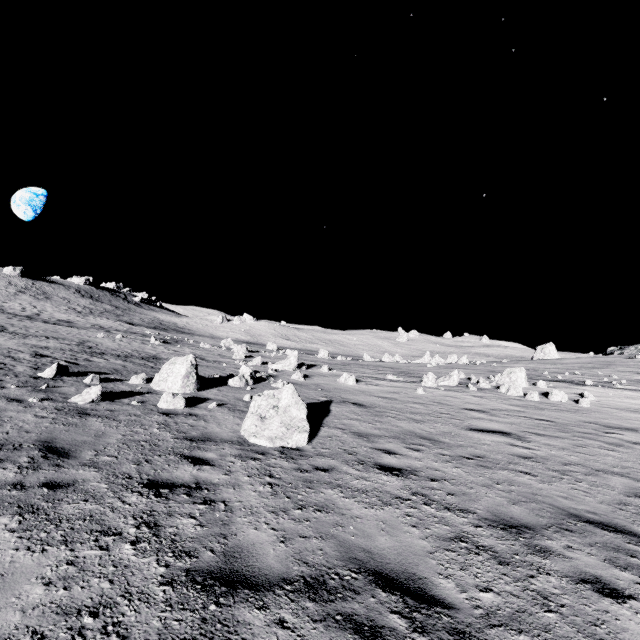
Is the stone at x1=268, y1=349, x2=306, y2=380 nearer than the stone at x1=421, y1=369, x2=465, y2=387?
Yes

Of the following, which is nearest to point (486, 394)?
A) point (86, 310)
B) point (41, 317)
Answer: point (41, 317)

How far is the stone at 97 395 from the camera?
8.6 meters

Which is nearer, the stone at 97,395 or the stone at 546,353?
the stone at 97,395

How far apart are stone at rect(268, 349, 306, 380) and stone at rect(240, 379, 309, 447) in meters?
12.6 m

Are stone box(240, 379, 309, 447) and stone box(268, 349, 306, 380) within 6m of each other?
no

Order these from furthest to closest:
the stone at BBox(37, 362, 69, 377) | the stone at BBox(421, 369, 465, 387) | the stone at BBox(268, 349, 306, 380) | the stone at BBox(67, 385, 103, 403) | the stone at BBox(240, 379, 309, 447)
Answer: the stone at BBox(421, 369, 465, 387) → the stone at BBox(268, 349, 306, 380) → the stone at BBox(37, 362, 69, 377) → the stone at BBox(67, 385, 103, 403) → the stone at BBox(240, 379, 309, 447)

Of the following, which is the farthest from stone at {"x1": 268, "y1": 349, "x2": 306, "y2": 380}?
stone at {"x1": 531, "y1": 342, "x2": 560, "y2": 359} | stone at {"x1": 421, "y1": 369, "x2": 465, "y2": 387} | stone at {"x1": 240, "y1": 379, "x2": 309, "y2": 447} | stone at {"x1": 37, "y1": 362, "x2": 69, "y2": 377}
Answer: stone at {"x1": 531, "y1": 342, "x2": 560, "y2": 359}
